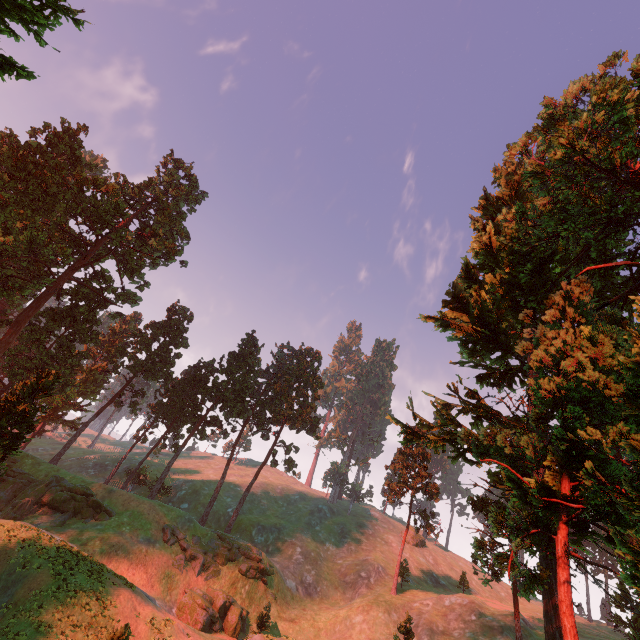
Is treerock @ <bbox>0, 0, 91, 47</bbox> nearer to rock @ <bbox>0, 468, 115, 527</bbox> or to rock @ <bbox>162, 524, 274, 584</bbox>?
rock @ <bbox>0, 468, 115, 527</bbox>

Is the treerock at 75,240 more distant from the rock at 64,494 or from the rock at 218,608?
the rock at 218,608

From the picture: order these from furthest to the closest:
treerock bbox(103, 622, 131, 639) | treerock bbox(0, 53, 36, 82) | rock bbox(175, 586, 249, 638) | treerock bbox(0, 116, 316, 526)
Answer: treerock bbox(0, 116, 316, 526), rock bbox(175, 586, 249, 638), treerock bbox(103, 622, 131, 639), treerock bbox(0, 53, 36, 82)

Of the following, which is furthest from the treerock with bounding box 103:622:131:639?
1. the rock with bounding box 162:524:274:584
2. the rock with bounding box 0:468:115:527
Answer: the rock with bounding box 162:524:274:584

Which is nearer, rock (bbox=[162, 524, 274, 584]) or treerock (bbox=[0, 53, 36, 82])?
treerock (bbox=[0, 53, 36, 82])

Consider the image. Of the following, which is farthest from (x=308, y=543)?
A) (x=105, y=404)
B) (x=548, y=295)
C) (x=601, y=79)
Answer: (x=601, y=79)
